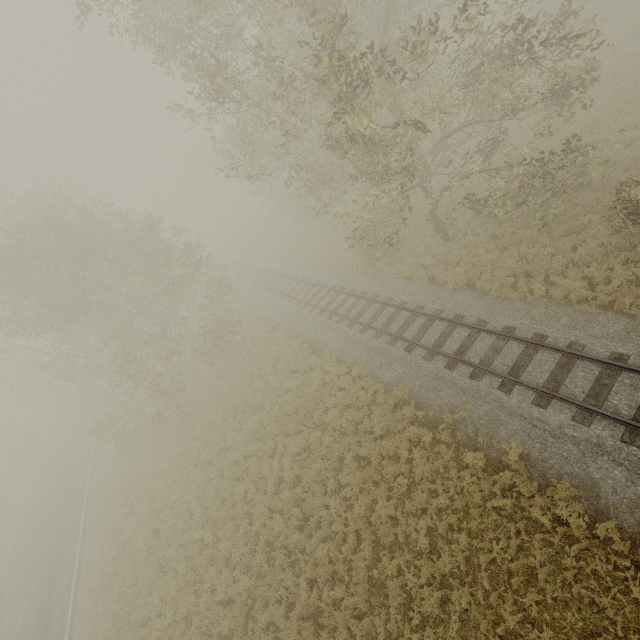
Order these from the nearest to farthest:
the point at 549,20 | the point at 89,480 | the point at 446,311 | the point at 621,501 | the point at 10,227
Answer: the point at 621,501, the point at 446,311, the point at 10,227, the point at 89,480, the point at 549,20
